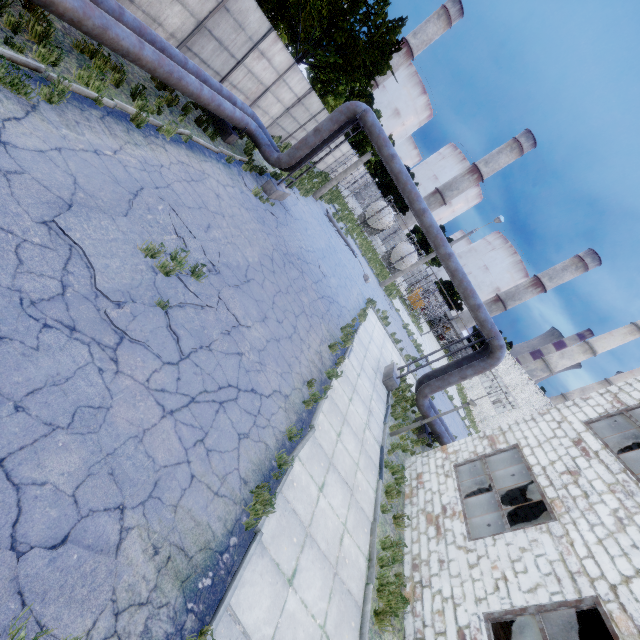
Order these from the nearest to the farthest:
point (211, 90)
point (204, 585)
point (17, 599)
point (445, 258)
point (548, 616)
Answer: point (17, 599)
point (204, 585)
point (211, 90)
point (548, 616)
point (445, 258)

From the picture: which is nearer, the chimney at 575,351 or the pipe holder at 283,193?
the pipe holder at 283,193

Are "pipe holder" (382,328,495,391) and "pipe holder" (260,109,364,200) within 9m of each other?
no

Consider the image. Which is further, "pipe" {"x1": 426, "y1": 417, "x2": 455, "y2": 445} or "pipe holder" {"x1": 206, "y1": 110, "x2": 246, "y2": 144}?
"pipe" {"x1": 426, "y1": 417, "x2": 455, "y2": 445}

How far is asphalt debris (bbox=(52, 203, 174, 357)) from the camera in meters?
4.9 m

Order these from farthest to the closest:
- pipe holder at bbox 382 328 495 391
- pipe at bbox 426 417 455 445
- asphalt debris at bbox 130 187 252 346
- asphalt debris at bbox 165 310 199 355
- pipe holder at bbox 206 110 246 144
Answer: pipe at bbox 426 417 455 445 → pipe holder at bbox 382 328 495 391 → pipe holder at bbox 206 110 246 144 → asphalt debris at bbox 130 187 252 346 → asphalt debris at bbox 165 310 199 355

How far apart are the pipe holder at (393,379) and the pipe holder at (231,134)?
12.16m

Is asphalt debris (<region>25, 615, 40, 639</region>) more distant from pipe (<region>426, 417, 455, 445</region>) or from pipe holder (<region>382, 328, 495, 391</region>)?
pipe holder (<region>382, 328, 495, 391</region>)
